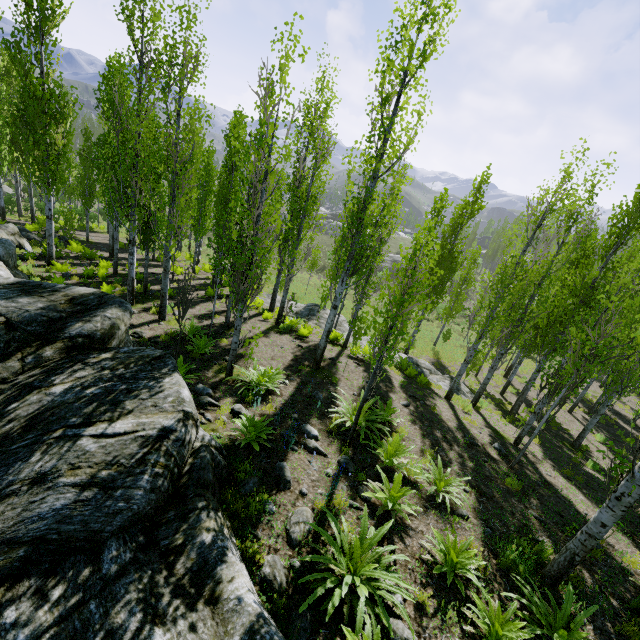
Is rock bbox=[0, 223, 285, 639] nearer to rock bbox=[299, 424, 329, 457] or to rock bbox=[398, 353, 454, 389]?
rock bbox=[299, 424, 329, 457]

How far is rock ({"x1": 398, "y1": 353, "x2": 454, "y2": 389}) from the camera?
16.78m

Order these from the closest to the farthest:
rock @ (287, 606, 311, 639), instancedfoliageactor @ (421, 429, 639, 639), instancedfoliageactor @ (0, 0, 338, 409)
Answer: rock @ (287, 606, 311, 639) < instancedfoliageactor @ (421, 429, 639, 639) < instancedfoliageactor @ (0, 0, 338, 409)

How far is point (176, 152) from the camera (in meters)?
9.30

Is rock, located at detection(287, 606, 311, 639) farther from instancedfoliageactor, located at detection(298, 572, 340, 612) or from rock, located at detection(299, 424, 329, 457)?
rock, located at detection(299, 424, 329, 457)

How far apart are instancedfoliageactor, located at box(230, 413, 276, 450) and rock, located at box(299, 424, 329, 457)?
0.7 meters

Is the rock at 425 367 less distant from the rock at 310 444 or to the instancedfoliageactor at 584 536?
the instancedfoliageactor at 584 536

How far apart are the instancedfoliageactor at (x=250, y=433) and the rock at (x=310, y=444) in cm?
71
